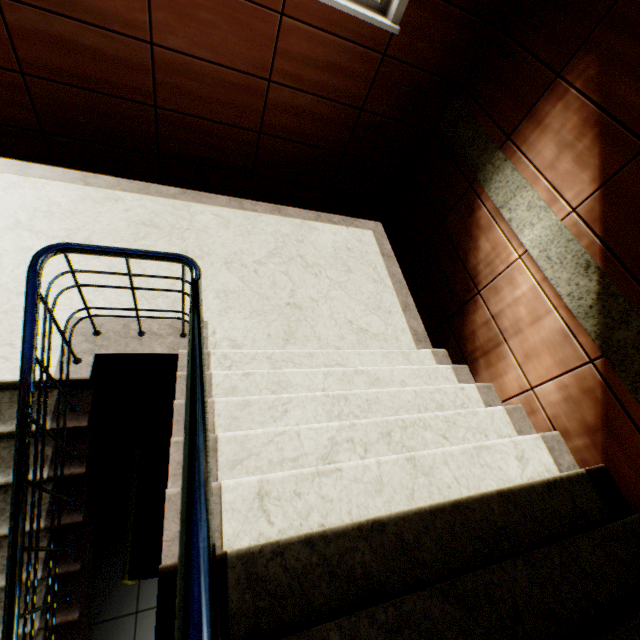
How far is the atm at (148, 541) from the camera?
2.0 meters

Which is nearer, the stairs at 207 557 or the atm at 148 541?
the stairs at 207 557

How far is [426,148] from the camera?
3.94m

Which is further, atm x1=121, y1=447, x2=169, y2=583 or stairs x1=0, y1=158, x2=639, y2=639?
atm x1=121, y1=447, x2=169, y2=583

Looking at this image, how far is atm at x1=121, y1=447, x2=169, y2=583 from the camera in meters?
2.0 m
